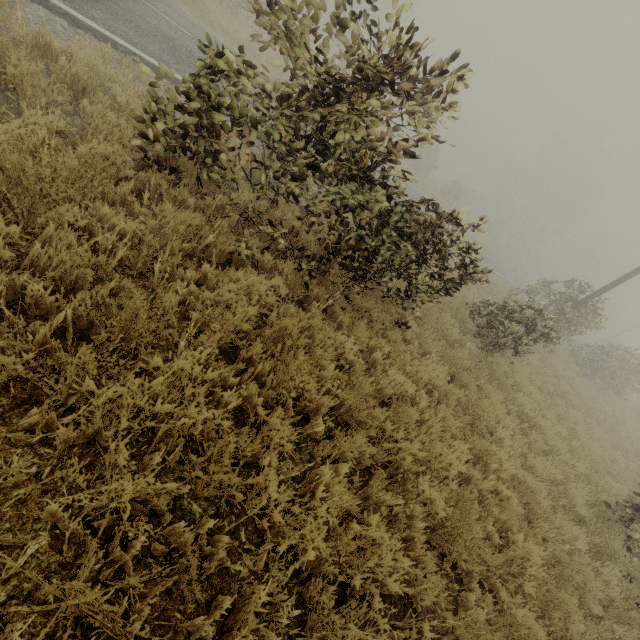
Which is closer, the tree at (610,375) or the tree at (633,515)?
the tree at (610,375)

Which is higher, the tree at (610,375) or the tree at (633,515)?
the tree at (610,375)

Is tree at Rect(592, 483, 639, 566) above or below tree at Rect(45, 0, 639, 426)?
below

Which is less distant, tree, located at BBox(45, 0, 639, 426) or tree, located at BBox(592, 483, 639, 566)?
tree, located at BBox(45, 0, 639, 426)

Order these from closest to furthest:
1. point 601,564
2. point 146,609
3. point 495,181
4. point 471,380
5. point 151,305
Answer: point 146,609
point 151,305
point 601,564
point 471,380
point 495,181
